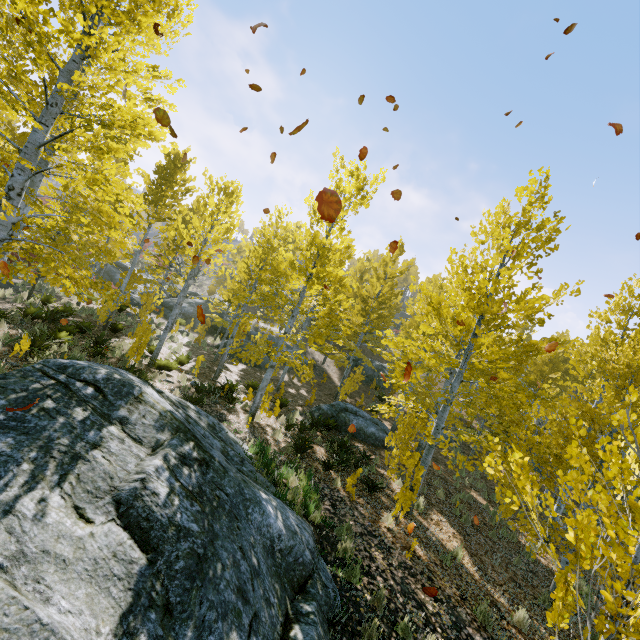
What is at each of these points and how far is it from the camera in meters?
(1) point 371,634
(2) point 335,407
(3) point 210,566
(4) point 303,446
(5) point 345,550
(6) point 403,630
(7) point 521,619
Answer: (1) instancedfoliageactor, 4.2 m
(2) rock, 15.1 m
(3) rock, 3.4 m
(4) instancedfoliageactor, 9.5 m
(5) instancedfoliageactor, 5.5 m
(6) instancedfoliageactor, 4.5 m
(7) instancedfoliageactor, 6.0 m

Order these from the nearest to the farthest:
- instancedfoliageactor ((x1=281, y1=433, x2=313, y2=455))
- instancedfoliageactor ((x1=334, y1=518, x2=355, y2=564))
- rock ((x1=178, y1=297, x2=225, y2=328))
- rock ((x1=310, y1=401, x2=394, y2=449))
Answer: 1. instancedfoliageactor ((x1=334, y1=518, x2=355, y2=564))
2. instancedfoliageactor ((x1=281, y1=433, x2=313, y2=455))
3. rock ((x1=310, y1=401, x2=394, y2=449))
4. rock ((x1=178, y1=297, x2=225, y2=328))

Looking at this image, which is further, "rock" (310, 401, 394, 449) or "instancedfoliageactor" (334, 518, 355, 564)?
"rock" (310, 401, 394, 449)

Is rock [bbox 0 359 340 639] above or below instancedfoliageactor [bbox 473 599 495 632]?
above

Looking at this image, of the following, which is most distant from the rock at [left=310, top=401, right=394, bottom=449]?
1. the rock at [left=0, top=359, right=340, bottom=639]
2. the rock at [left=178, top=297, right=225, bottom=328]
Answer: the rock at [left=178, top=297, right=225, bottom=328]

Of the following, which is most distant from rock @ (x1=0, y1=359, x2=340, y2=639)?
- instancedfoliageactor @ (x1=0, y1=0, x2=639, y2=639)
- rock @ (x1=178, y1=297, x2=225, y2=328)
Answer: rock @ (x1=178, y1=297, x2=225, y2=328)

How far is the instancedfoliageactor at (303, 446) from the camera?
9.2 meters

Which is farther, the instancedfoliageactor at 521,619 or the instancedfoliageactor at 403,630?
the instancedfoliageactor at 521,619
